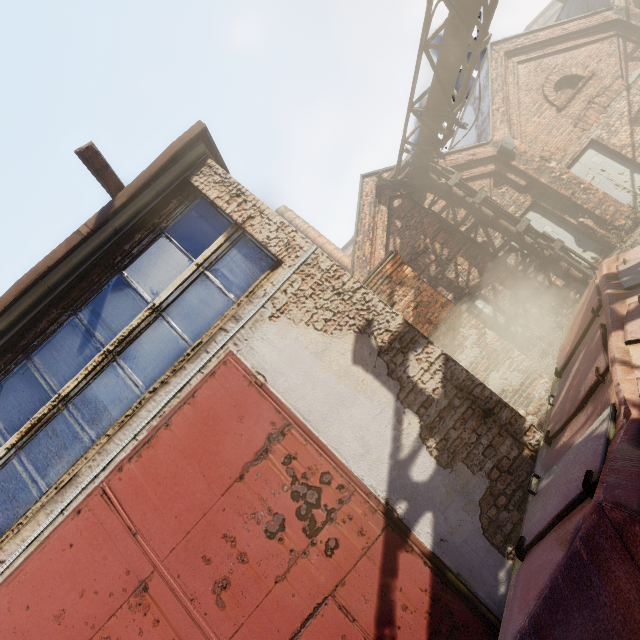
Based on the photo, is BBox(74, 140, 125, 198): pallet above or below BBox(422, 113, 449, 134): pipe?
above

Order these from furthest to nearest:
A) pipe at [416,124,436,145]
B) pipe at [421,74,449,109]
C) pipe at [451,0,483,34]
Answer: pipe at [416,124,436,145] < pipe at [421,74,449,109] < pipe at [451,0,483,34]

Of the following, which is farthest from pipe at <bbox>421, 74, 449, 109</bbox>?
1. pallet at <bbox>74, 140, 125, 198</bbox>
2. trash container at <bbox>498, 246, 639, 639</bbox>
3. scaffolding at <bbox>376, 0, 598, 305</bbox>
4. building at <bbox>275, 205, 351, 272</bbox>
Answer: building at <bbox>275, 205, 351, 272</bbox>

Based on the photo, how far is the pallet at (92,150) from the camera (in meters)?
3.61

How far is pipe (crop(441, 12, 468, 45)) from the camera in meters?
5.9

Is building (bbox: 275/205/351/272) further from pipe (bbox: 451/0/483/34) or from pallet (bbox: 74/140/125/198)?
pallet (bbox: 74/140/125/198)

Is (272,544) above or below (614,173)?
above

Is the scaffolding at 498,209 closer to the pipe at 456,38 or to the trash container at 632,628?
the pipe at 456,38
